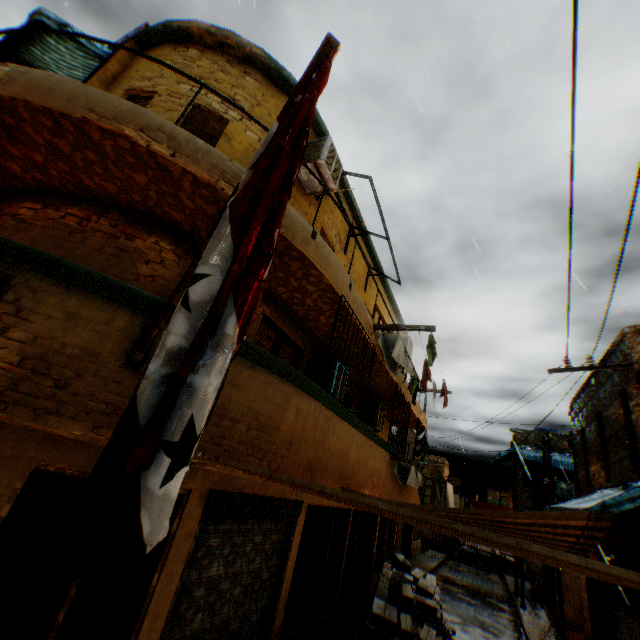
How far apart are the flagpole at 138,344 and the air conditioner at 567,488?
24.0 meters

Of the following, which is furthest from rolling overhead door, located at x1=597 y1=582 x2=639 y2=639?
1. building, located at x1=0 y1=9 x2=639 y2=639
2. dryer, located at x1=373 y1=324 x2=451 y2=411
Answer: dryer, located at x1=373 y1=324 x2=451 y2=411

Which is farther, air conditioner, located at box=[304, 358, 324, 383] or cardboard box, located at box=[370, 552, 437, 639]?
cardboard box, located at box=[370, 552, 437, 639]

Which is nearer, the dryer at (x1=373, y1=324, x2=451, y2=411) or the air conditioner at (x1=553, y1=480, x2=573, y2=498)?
the dryer at (x1=373, y1=324, x2=451, y2=411)

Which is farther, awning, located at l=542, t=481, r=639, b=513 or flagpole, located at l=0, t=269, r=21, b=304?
awning, located at l=542, t=481, r=639, b=513

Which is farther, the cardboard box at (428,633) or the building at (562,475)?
the building at (562,475)

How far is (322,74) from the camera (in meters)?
1.38

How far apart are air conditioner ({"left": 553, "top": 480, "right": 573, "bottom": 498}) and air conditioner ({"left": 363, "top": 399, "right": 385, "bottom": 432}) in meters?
15.8 m
